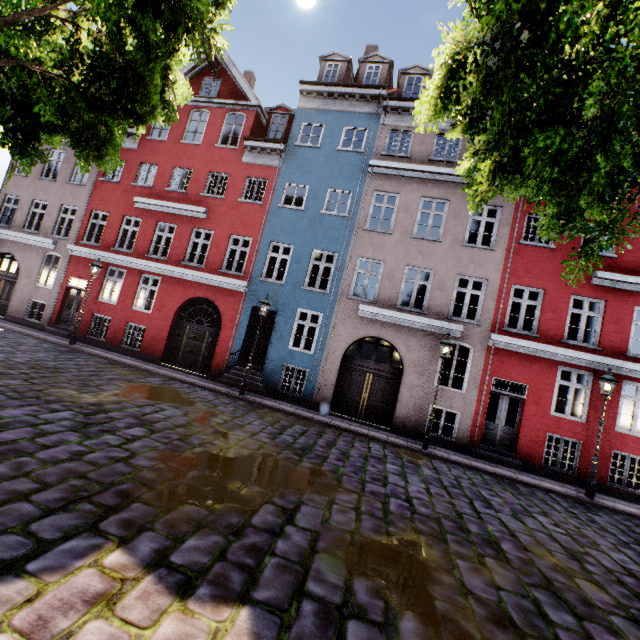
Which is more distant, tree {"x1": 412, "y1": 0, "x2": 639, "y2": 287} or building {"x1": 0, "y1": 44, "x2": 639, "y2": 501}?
building {"x1": 0, "y1": 44, "x2": 639, "y2": 501}

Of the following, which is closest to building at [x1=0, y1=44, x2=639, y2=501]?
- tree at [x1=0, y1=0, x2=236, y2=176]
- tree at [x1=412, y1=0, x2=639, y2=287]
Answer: tree at [x1=412, y1=0, x2=639, y2=287]

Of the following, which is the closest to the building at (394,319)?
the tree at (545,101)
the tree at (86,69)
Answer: the tree at (545,101)

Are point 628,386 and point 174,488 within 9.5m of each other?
no

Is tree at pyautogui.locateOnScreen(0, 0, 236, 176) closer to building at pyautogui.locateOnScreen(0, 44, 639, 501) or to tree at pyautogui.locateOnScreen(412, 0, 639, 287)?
building at pyautogui.locateOnScreen(0, 44, 639, 501)

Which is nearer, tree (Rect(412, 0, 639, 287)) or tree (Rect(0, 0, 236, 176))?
tree (Rect(412, 0, 639, 287))

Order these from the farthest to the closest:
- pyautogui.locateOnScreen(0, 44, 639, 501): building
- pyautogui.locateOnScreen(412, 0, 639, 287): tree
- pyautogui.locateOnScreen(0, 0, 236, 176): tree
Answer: pyautogui.locateOnScreen(0, 44, 639, 501): building, pyautogui.locateOnScreen(0, 0, 236, 176): tree, pyautogui.locateOnScreen(412, 0, 639, 287): tree
